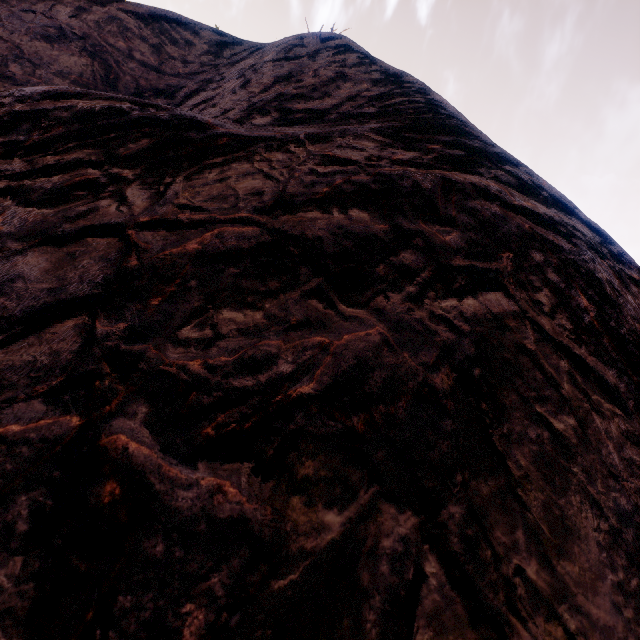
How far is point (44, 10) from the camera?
7.9 meters
